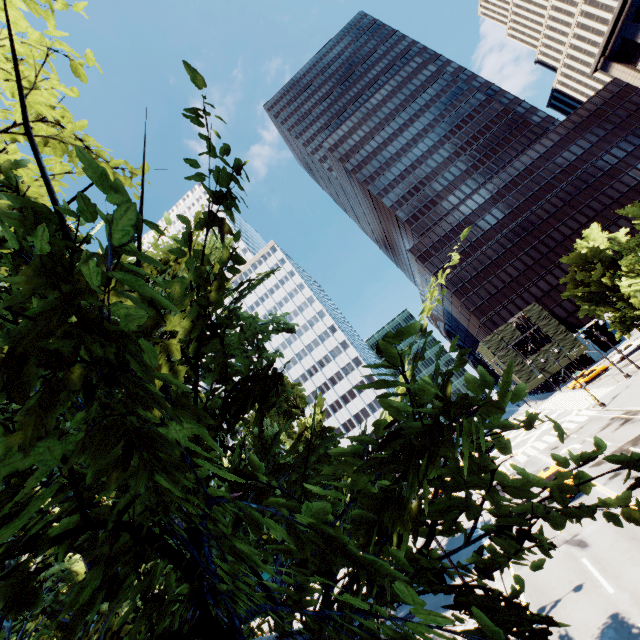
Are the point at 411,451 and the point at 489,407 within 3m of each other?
yes

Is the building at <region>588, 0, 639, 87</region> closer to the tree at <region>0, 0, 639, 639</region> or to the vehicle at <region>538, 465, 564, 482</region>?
the tree at <region>0, 0, 639, 639</region>

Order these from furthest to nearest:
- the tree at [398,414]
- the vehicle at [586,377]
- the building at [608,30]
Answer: the vehicle at [586,377] → the building at [608,30] → the tree at [398,414]

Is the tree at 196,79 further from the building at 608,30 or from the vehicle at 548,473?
Answer: the vehicle at 548,473

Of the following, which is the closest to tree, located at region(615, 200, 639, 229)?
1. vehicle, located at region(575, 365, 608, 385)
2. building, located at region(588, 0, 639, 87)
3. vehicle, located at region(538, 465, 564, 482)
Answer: building, located at region(588, 0, 639, 87)

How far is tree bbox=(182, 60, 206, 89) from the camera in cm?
A: 274

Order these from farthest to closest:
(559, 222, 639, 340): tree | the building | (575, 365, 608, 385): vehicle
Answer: (575, 365, 608, 385): vehicle
the building
(559, 222, 639, 340): tree
